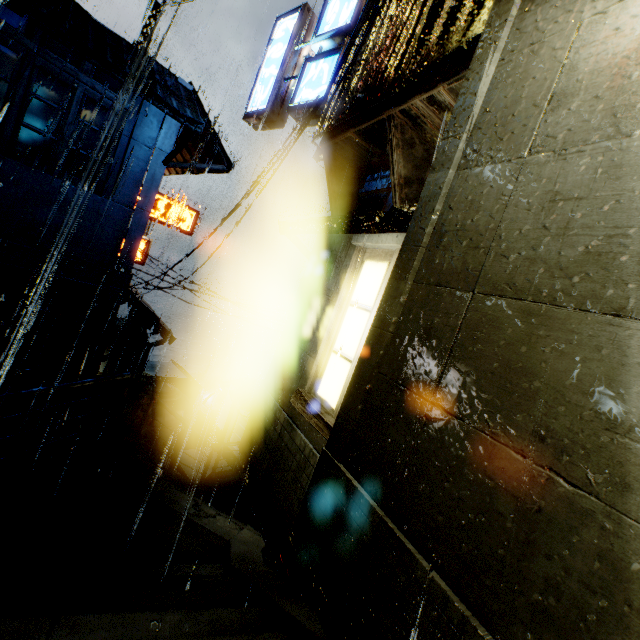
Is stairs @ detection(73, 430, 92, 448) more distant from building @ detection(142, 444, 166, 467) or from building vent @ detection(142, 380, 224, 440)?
building vent @ detection(142, 380, 224, 440)

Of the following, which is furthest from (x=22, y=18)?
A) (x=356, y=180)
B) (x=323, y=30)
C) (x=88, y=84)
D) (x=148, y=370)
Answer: (x=148, y=370)

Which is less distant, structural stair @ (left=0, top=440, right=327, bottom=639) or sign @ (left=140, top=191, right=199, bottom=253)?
structural stair @ (left=0, top=440, right=327, bottom=639)

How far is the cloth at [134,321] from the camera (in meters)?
17.81

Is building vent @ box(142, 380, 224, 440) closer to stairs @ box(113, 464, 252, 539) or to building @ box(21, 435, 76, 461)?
building @ box(21, 435, 76, 461)

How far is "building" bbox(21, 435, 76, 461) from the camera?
11.8 meters

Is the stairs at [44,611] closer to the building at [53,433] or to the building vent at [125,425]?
the building at [53,433]

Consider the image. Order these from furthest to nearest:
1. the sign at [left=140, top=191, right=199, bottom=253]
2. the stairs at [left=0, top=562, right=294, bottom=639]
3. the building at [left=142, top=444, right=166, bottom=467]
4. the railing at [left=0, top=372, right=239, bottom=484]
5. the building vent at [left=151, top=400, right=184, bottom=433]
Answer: the building vent at [left=151, top=400, right=184, bottom=433]
the sign at [left=140, top=191, right=199, bottom=253]
the building at [left=142, top=444, right=166, bottom=467]
the railing at [left=0, top=372, right=239, bottom=484]
the stairs at [left=0, top=562, right=294, bottom=639]
